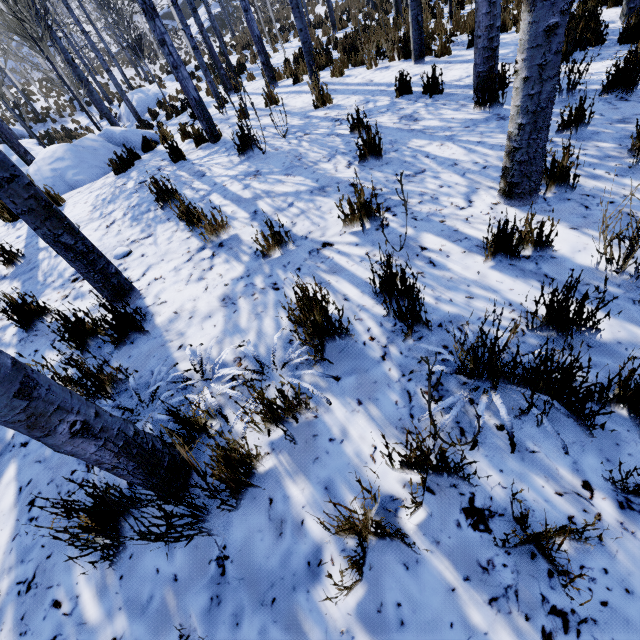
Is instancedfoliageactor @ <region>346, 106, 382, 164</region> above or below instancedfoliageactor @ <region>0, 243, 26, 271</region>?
below

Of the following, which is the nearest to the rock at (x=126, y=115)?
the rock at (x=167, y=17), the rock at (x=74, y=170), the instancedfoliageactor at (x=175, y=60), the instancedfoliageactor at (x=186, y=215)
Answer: the instancedfoliageactor at (x=175, y=60)

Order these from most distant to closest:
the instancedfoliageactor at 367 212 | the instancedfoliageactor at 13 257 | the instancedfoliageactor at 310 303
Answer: the instancedfoliageactor at 13 257, the instancedfoliageactor at 367 212, the instancedfoliageactor at 310 303

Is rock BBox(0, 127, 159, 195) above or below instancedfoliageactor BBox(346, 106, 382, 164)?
above

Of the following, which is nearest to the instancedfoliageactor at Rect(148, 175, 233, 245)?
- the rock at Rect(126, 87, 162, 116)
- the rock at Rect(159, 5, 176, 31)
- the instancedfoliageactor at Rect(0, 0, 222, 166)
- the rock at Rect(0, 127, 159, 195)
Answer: the instancedfoliageactor at Rect(0, 0, 222, 166)

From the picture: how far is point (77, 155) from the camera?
6.2m

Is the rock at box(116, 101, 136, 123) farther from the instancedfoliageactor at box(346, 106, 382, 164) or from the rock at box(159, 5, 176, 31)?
the rock at box(159, 5, 176, 31)
